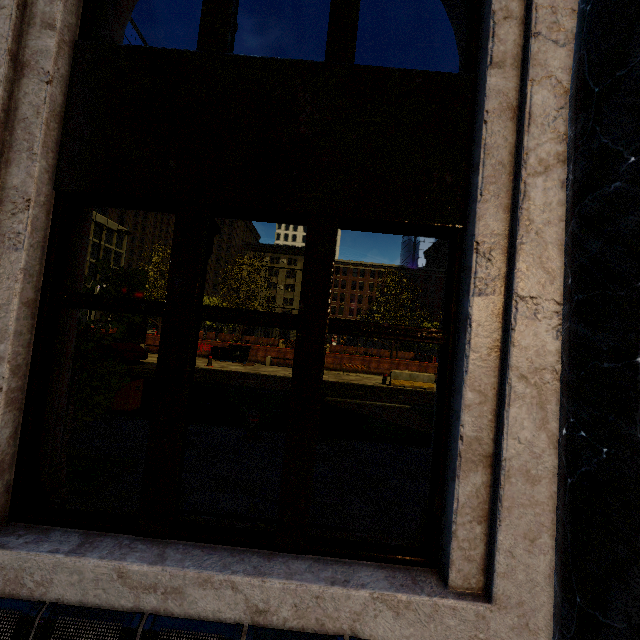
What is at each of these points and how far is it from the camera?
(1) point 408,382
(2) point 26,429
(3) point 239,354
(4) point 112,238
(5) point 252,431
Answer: (1) cement barricade, 17.48m
(2) building, 1.96m
(3) dumpster, 21.75m
(4) building, 50.94m
(5) metal bar, 6.77m

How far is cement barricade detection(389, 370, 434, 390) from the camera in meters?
17.4

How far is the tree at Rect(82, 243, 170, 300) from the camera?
4.8m

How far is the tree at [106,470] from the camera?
4.37m

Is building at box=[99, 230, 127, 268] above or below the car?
above

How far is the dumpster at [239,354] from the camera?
21.8 meters

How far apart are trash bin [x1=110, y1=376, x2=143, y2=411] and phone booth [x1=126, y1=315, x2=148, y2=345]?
14.80m

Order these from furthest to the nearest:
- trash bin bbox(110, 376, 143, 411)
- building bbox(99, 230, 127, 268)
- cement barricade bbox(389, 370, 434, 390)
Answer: building bbox(99, 230, 127, 268) → cement barricade bbox(389, 370, 434, 390) → trash bin bbox(110, 376, 143, 411)
